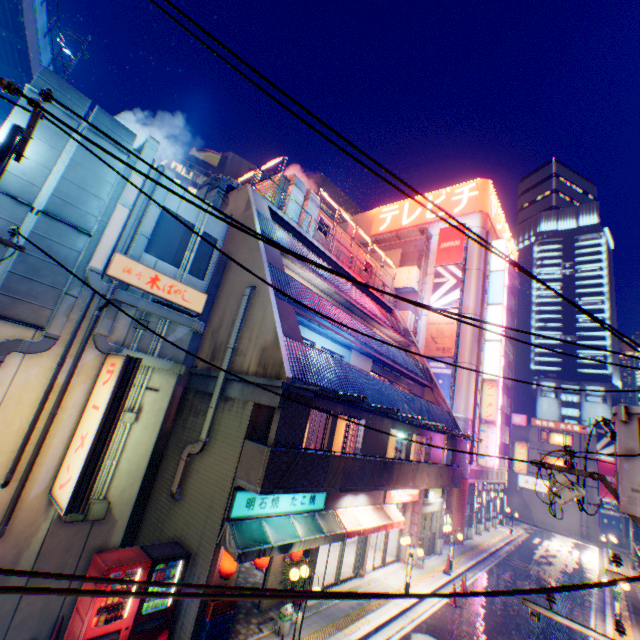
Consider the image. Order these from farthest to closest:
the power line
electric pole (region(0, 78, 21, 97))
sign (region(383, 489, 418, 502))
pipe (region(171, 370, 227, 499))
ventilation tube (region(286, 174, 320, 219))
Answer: ventilation tube (region(286, 174, 320, 219))
sign (region(383, 489, 418, 502))
pipe (region(171, 370, 227, 499))
electric pole (region(0, 78, 21, 97))
the power line

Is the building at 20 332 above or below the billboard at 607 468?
below

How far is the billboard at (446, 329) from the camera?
27.8 meters

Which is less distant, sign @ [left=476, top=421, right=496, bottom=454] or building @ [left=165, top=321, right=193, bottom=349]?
building @ [left=165, top=321, right=193, bottom=349]

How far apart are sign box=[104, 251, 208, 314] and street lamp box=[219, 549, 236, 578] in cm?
673

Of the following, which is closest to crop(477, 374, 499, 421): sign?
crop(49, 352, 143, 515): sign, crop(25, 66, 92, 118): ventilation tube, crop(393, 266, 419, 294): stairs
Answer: crop(393, 266, 419, 294): stairs

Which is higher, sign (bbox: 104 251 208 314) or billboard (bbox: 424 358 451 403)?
billboard (bbox: 424 358 451 403)

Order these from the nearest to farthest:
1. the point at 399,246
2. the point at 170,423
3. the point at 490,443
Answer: the point at 170,423
the point at 490,443
the point at 399,246
